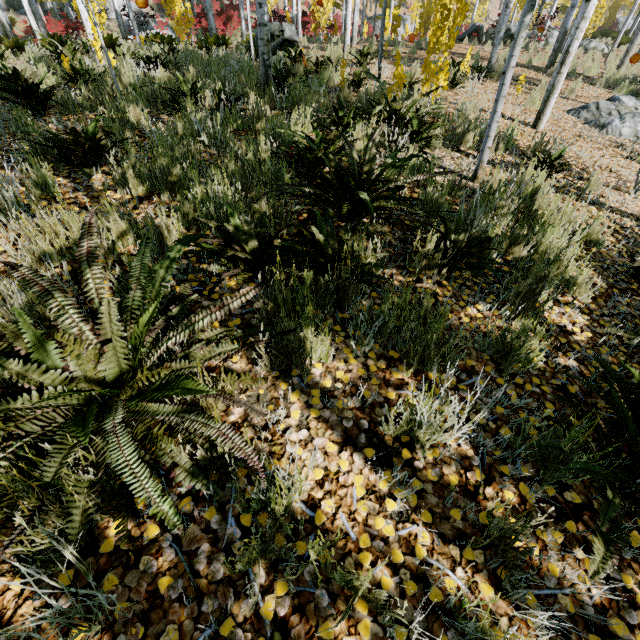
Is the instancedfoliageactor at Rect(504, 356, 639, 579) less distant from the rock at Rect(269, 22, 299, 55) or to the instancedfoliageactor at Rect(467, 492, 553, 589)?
the instancedfoliageactor at Rect(467, 492, 553, 589)

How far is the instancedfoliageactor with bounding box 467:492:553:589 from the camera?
1.2m

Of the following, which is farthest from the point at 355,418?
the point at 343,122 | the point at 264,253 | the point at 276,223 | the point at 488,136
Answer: the point at 343,122

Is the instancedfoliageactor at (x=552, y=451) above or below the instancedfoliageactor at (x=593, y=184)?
below

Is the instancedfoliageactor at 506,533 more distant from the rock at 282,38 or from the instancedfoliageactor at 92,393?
the rock at 282,38

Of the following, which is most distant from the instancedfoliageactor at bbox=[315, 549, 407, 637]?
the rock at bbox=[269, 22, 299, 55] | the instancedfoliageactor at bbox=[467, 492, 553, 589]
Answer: the rock at bbox=[269, 22, 299, 55]

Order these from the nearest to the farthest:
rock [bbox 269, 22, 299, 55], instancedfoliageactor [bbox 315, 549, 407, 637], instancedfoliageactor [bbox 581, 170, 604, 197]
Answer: → instancedfoliageactor [bbox 315, 549, 407, 637] < instancedfoliageactor [bbox 581, 170, 604, 197] < rock [bbox 269, 22, 299, 55]
